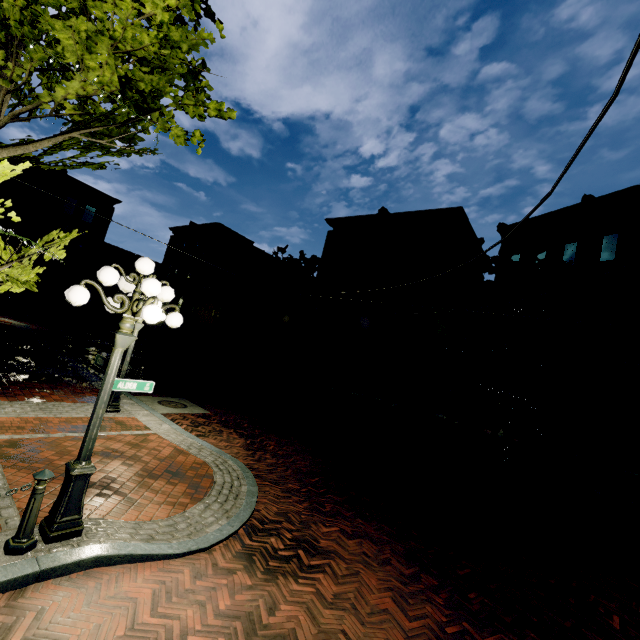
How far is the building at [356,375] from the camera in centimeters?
2384cm

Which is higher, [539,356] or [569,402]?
[539,356]

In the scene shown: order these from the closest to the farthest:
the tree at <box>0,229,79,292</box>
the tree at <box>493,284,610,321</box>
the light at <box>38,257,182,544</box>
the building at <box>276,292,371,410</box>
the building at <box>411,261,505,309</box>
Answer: the light at <box>38,257,182,544</box> → the tree at <box>0,229,79,292</box> → the tree at <box>493,284,610,321</box> → the building at <box>411,261,505,309</box> → the building at <box>276,292,371,410</box>

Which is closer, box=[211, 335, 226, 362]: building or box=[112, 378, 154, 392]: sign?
box=[112, 378, 154, 392]: sign

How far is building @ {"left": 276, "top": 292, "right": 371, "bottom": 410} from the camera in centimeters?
2384cm

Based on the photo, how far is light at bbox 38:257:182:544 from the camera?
3.9m

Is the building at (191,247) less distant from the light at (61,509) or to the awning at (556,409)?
the awning at (556,409)
